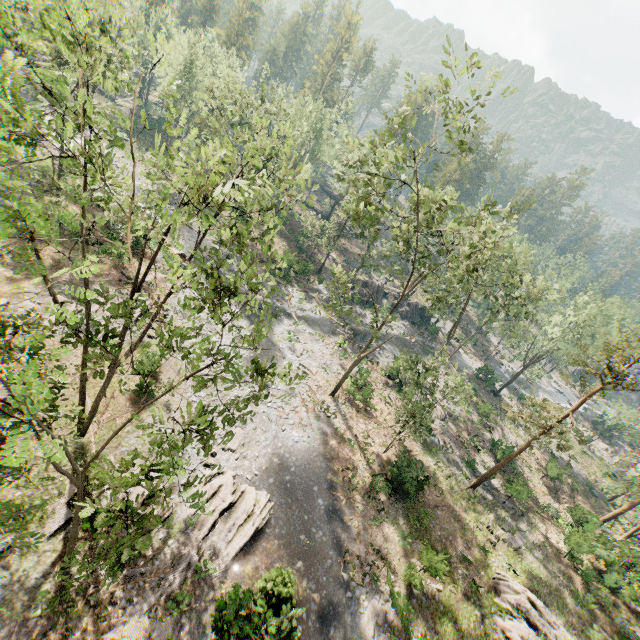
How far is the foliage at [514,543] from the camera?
24.53m

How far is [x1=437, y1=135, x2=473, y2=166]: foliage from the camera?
15.33m

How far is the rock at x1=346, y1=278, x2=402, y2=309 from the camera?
49.5 meters

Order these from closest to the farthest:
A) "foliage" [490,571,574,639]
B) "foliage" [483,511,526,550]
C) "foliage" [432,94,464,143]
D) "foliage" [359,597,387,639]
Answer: "foliage" [432,94,464,143], "foliage" [359,597,387,639], "foliage" [490,571,574,639], "foliage" [483,511,526,550]

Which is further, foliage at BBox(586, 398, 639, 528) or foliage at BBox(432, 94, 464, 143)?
foliage at BBox(586, 398, 639, 528)

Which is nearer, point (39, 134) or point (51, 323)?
point (39, 134)

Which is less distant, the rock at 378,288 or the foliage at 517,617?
the foliage at 517,617
